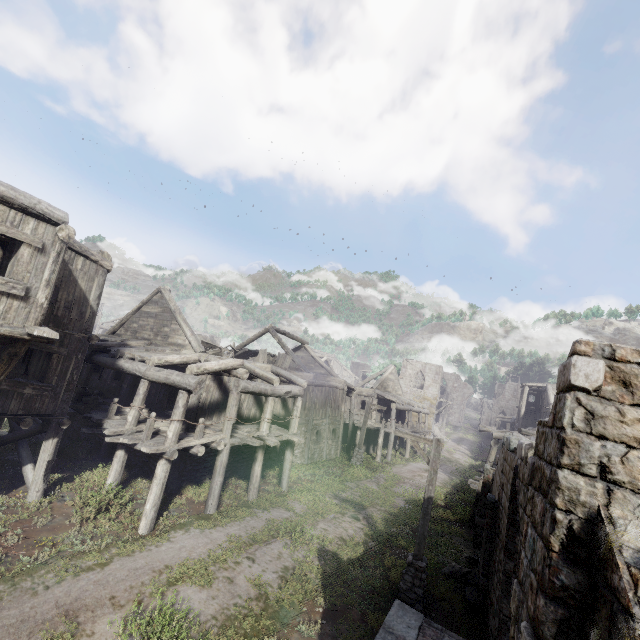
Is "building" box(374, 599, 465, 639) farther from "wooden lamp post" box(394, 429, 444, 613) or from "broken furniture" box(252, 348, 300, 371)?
"wooden lamp post" box(394, 429, 444, 613)

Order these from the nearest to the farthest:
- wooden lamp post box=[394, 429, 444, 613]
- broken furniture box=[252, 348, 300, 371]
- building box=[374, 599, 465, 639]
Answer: building box=[374, 599, 465, 639] → wooden lamp post box=[394, 429, 444, 613] → broken furniture box=[252, 348, 300, 371]

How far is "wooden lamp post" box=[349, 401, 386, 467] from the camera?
23.6 meters

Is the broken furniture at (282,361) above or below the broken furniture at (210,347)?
above

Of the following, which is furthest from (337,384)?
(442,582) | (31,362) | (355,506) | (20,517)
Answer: (20,517)

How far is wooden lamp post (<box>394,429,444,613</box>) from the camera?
9.3m

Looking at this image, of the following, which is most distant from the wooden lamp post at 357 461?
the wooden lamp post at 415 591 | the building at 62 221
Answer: the wooden lamp post at 415 591

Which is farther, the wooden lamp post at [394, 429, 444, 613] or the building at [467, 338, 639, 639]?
the wooden lamp post at [394, 429, 444, 613]
